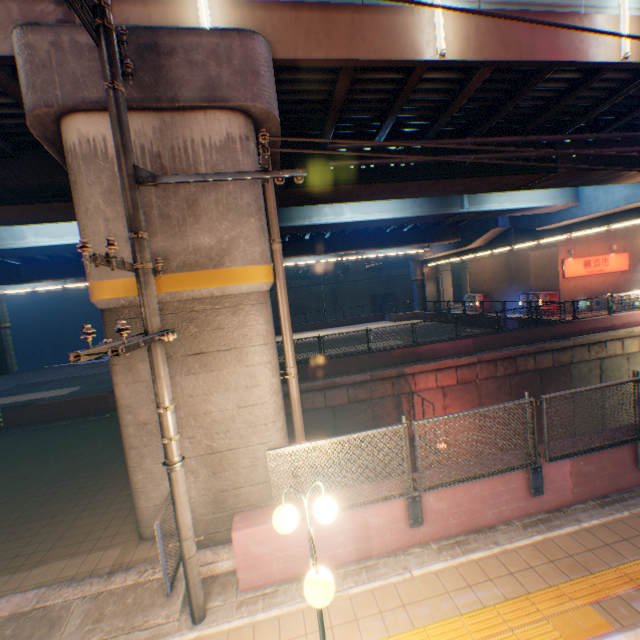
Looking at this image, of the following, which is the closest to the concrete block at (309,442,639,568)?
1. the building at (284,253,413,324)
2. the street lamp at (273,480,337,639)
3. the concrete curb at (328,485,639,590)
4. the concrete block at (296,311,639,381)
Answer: the concrete curb at (328,485,639,590)

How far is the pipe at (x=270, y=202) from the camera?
6.50m

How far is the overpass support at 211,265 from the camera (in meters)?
5.80

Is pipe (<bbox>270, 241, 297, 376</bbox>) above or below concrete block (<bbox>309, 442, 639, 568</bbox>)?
above

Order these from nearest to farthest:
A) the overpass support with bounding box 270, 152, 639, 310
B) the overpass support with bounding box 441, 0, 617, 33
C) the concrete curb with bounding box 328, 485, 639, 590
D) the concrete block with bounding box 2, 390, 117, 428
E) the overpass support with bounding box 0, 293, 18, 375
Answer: the concrete curb with bounding box 328, 485, 639, 590 → the overpass support with bounding box 441, 0, 617, 33 → the overpass support with bounding box 270, 152, 639, 310 → the concrete block with bounding box 2, 390, 117, 428 → the overpass support with bounding box 0, 293, 18, 375

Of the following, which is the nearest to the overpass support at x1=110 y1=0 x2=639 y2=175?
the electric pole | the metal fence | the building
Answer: the metal fence

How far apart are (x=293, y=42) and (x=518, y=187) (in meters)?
11.01

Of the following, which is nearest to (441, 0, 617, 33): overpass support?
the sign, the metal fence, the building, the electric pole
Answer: the metal fence
